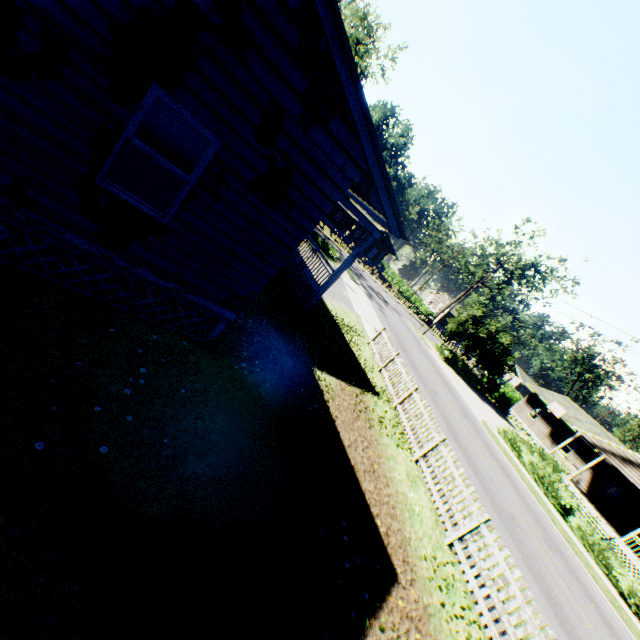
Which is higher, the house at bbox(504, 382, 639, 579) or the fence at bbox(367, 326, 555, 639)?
the house at bbox(504, 382, 639, 579)

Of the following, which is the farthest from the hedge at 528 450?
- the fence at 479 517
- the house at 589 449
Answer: the fence at 479 517

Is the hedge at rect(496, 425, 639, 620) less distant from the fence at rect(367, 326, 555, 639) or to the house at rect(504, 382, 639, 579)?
the house at rect(504, 382, 639, 579)

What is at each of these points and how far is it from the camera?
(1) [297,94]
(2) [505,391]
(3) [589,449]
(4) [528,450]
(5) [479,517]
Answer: (1) house, 4.7 meters
(2) hedge, 39.6 meters
(3) house, 31.4 meters
(4) hedge, 23.9 meters
(5) fence, 7.7 meters

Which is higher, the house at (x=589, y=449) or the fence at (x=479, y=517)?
the house at (x=589, y=449)

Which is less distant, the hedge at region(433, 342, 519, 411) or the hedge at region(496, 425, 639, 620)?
the hedge at region(496, 425, 639, 620)

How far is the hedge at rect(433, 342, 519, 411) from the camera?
36.5 meters

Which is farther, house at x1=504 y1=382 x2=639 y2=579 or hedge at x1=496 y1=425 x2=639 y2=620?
house at x1=504 y1=382 x2=639 y2=579
